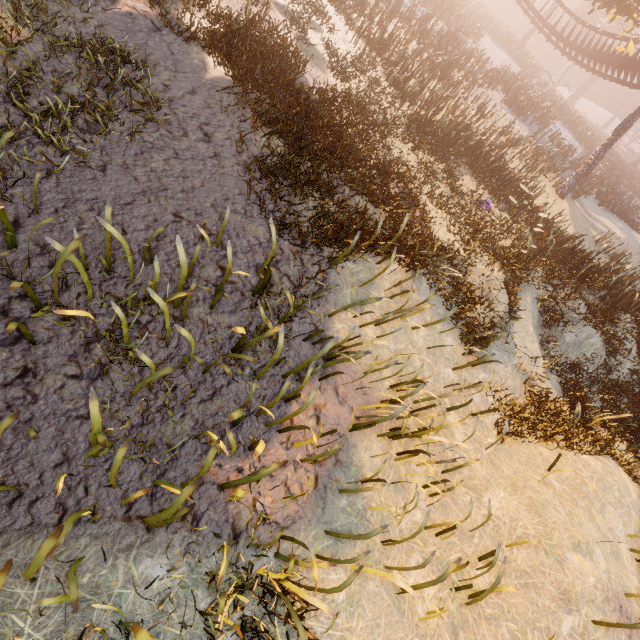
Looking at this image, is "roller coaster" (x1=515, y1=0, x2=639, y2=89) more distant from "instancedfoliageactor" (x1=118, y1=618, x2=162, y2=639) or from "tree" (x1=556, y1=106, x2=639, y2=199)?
"instancedfoliageactor" (x1=118, y1=618, x2=162, y2=639)

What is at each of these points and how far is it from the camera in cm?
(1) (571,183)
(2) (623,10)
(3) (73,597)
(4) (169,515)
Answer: (1) tree, 2055
(2) tree, 1559
(3) instancedfoliageactor, 221
(4) instancedfoliageactor, 269

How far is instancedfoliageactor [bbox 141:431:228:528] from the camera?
2.66m

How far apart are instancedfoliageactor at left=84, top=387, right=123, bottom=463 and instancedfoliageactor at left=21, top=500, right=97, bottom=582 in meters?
0.2

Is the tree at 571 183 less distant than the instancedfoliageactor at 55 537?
No

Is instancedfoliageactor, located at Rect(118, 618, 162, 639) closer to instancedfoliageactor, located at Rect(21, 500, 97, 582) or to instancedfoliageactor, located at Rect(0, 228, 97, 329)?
instancedfoliageactor, located at Rect(21, 500, 97, 582)

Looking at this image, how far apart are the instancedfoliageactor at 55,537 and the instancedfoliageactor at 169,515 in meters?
0.2

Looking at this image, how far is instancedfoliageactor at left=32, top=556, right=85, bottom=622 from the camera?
2.2 meters
